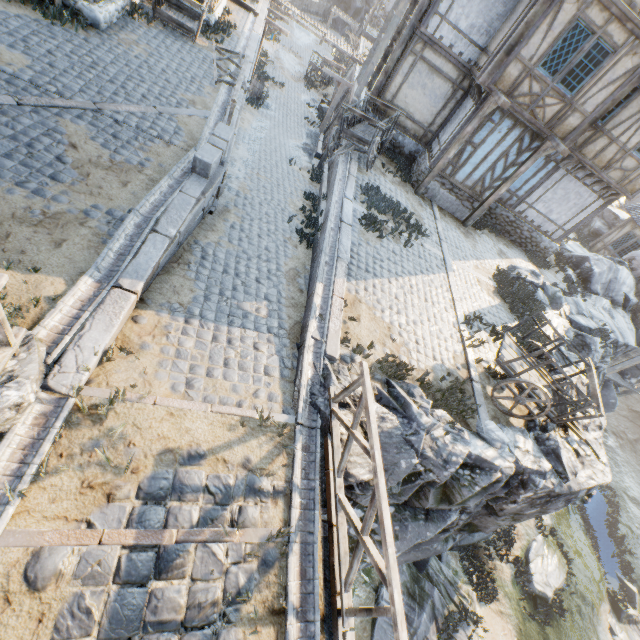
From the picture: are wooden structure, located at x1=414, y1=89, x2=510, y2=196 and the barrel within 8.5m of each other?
no

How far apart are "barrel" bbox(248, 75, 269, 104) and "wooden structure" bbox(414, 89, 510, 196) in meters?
11.6

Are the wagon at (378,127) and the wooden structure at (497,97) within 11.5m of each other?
yes

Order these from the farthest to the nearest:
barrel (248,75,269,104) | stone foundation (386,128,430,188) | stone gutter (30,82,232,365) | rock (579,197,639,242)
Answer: rock (579,197,639,242) → barrel (248,75,269,104) → stone foundation (386,128,430,188) → stone gutter (30,82,232,365)

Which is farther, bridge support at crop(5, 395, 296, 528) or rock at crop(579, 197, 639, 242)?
rock at crop(579, 197, 639, 242)

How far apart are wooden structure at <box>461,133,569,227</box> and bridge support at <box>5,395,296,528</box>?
11.9m

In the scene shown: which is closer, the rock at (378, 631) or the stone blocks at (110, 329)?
the stone blocks at (110, 329)

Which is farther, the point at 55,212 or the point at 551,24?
the point at 551,24
